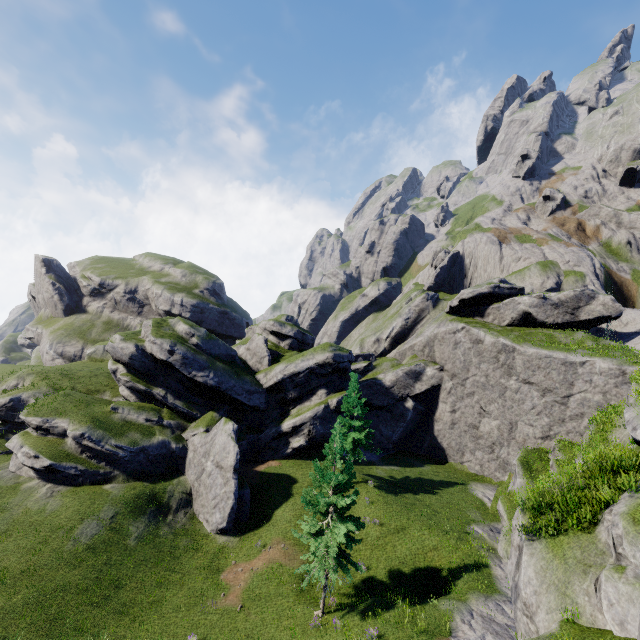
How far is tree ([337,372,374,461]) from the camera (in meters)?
30.36

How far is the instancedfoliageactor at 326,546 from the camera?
17.6m

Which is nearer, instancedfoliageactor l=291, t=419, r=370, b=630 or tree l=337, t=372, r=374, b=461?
instancedfoliageactor l=291, t=419, r=370, b=630

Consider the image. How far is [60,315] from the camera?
58.6 meters

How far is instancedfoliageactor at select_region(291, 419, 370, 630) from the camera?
17.6 meters

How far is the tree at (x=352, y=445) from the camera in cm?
3036
